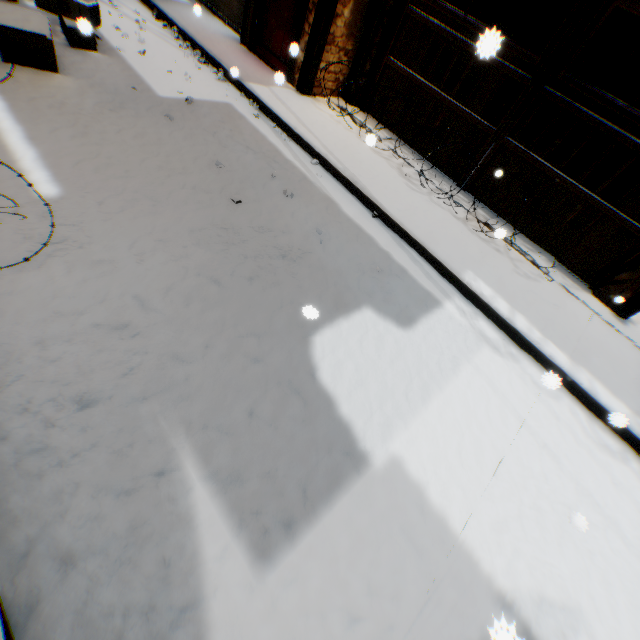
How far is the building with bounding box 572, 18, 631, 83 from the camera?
7.8 meters

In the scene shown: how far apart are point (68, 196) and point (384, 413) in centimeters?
350cm

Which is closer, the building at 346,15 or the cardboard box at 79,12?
the cardboard box at 79,12

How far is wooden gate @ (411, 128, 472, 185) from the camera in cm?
612

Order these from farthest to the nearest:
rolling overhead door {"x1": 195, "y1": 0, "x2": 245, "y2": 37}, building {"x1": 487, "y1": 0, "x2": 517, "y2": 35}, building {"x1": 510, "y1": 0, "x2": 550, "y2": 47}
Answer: building {"x1": 510, "y1": 0, "x2": 550, "y2": 47} < building {"x1": 487, "y1": 0, "x2": 517, "y2": 35} < rolling overhead door {"x1": 195, "y1": 0, "x2": 245, "y2": 37}

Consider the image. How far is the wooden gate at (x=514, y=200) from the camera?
5.66m
